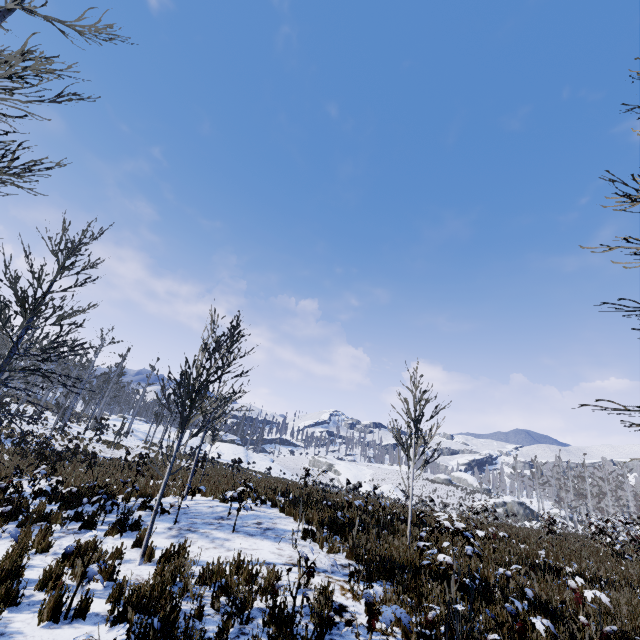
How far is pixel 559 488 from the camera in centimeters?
5191cm

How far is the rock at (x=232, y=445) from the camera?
41.2 meters

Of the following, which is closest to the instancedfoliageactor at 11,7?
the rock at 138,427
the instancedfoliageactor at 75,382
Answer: the instancedfoliageactor at 75,382

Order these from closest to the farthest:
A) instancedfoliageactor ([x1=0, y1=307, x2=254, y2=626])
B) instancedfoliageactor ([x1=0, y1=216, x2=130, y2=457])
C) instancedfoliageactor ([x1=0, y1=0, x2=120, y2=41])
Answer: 1. instancedfoliageactor ([x1=0, y1=307, x2=254, y2=626])
2. instancedfoliageactor ([x1=0, y1=0, x2=120, y2=41])
3. instancedfoliageactor ([x1=0, y1=216, x2=130, y2=457])

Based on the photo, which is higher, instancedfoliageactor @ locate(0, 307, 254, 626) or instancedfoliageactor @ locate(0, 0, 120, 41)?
instancedfoliageactor @ locate(0, 0, 120, 41)

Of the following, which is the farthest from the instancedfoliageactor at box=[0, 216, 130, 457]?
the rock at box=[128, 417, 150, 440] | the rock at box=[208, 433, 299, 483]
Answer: the rock at box=[128, 417, 150, 440]

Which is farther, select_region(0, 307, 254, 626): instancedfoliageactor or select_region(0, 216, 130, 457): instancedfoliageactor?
select_region(0, 216, 130, 457): instancedfoliageactor

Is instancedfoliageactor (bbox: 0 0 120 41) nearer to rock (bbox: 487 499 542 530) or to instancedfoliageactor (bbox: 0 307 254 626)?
instancedfoliageactor (bbox: 0 307 254 626)
